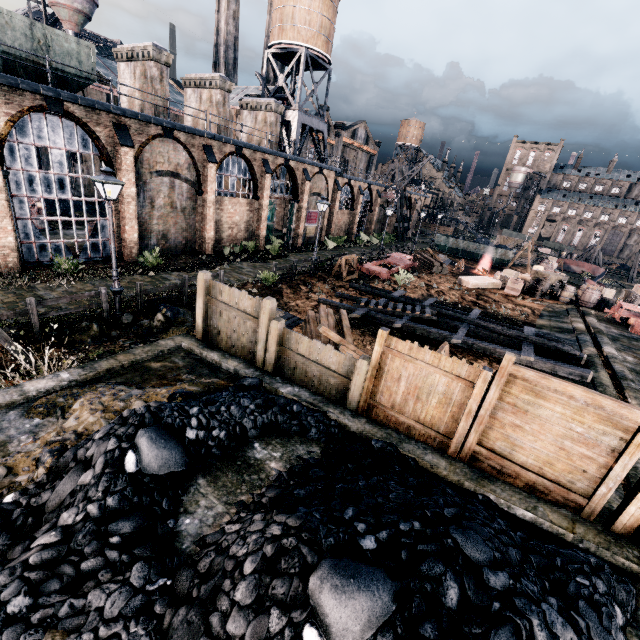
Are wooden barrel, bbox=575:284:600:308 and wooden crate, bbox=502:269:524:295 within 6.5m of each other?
yes

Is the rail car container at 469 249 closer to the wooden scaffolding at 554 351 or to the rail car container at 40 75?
the wooden scaffolding at 554 351

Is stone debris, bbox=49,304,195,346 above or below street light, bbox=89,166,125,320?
below

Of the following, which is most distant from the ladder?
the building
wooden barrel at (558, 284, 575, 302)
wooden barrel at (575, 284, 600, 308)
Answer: wooden barrel at (575, 284, 600, 308)

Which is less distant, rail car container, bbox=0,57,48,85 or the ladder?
rail car container, bbox=0,57,48,85

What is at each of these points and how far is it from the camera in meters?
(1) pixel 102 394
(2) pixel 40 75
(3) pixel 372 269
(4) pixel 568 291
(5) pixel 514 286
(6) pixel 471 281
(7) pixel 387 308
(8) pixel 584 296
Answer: (1) stone debris, 6.7 m
(2) rail car container, 16.0 m
(3) rail car base, 26.4 m
(4) wooden barrel, 25.4 m
(5) wooden crate, 26.2 m
(6) wooden chest, 27.3 m
(7) ladder, 17.2 m
(8) wooden barrel, 25.0 m

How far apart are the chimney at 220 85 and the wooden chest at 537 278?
28.24m

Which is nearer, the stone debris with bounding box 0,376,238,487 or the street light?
the stone debris with bounding box 0,376,238,487
